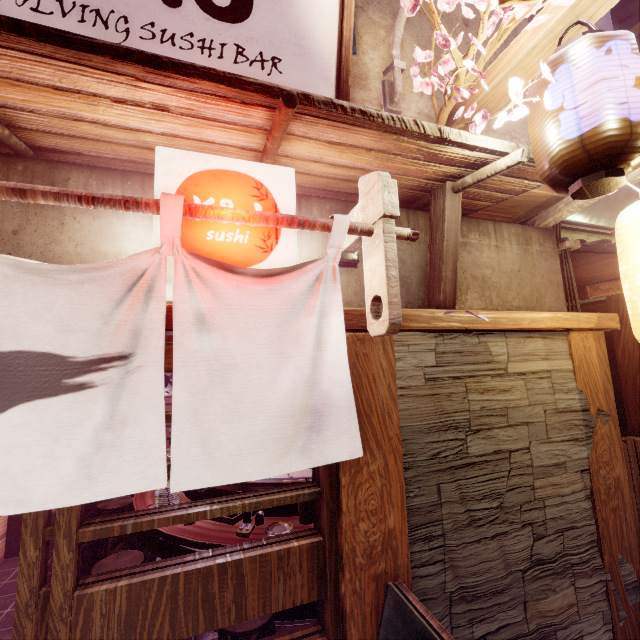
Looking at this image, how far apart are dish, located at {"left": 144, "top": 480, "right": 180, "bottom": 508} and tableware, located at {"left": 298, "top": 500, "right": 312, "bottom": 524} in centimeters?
251cm

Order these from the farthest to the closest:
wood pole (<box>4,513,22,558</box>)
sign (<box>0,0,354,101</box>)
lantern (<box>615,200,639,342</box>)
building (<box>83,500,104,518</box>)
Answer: building (<box>83,500,104,518</box>), wood pole (<box>4,513,22,558</box>), lantern (<box>615,200,639,342</box>), sign (<box>0,0,354,101</box>)

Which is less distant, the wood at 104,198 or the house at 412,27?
the wood at 104,198

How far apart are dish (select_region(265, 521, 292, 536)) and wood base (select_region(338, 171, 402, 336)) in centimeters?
445cm

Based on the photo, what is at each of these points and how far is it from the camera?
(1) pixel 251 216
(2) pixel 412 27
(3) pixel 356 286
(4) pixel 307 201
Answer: (1) wood, 2.9m
(2) house, 5.1m
(3) house, 4.3m
(4) house, 4.2m

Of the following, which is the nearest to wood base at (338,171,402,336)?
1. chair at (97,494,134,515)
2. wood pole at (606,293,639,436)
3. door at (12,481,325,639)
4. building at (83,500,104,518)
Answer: door at (12,481,325,639)

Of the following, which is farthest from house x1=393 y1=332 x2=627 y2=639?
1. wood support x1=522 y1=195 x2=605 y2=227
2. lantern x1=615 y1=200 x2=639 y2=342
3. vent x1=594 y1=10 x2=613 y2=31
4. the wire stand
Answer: vent x1=594 y1=10 x2=613 y2=31

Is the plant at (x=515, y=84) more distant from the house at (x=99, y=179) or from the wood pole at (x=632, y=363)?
the wood pole at (x=632, y=363)
